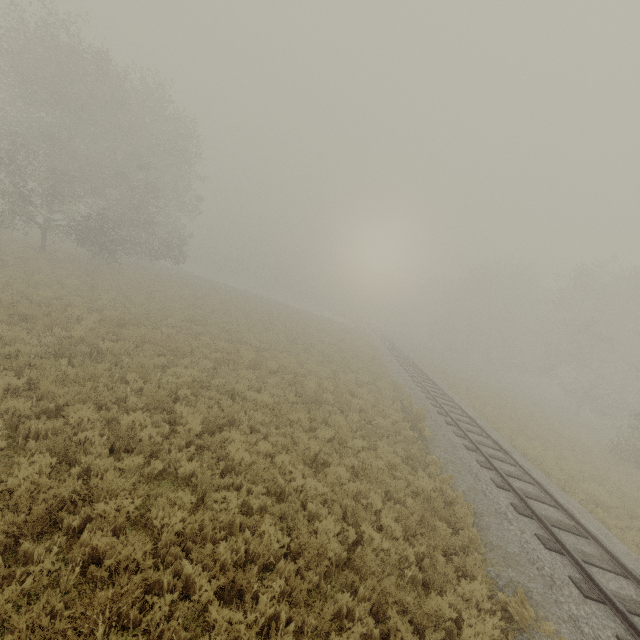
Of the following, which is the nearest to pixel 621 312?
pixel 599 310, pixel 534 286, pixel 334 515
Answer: pixel 599 310
